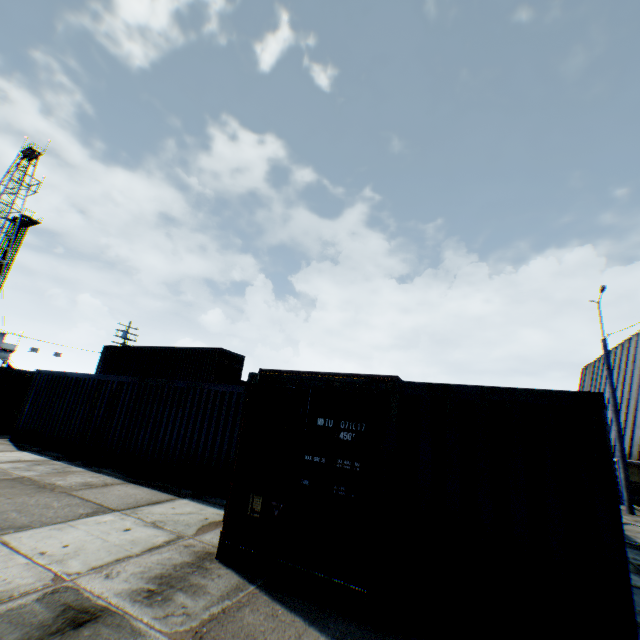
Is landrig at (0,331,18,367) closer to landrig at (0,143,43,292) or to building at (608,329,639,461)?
landrig at (0,143,43,292)

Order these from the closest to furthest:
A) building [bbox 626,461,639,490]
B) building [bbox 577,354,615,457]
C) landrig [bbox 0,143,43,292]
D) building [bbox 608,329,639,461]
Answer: building [bbox 626,461,639,490] < building [bbox 608,329,639,461] < building [bbox 577,354,615,457] < landrig [bbox 0,143,43,292]

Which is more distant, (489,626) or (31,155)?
(31,155)

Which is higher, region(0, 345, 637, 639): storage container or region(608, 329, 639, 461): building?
region(608, 329, 639, 461): building

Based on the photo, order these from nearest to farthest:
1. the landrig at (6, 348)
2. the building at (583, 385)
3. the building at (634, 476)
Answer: the building at (634, 476)
the building at (583, 385)
the landrig at (6, 348)

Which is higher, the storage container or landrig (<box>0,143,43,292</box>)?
landrig (<box>0,143,43,292</box>)

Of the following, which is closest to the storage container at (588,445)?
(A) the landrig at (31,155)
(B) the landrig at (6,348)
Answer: (B) the landrig at (6,348)

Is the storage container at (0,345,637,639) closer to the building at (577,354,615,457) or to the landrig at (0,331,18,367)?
the building at (577,354,615,457)
